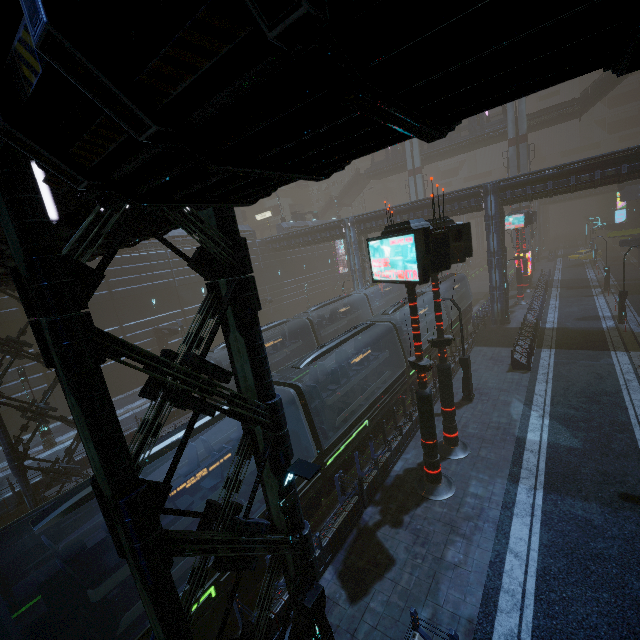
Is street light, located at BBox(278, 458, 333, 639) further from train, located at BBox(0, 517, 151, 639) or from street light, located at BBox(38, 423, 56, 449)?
street light, located at BBox(38, 423, 56, 449)

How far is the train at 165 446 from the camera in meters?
8.1 m

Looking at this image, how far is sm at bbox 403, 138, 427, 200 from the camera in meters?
50.1

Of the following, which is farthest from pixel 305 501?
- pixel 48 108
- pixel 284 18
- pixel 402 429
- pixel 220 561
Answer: pixel 284 18

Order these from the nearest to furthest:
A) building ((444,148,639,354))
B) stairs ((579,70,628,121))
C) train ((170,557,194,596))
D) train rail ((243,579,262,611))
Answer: train ((170,557,194,596)) < train rail ((243,579,262,611)) < building ((444,148,639,354)) < stairs ((579,70,628,121))

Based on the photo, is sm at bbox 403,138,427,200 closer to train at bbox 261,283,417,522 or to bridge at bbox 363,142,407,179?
bridge at bbox 363,142,407,179

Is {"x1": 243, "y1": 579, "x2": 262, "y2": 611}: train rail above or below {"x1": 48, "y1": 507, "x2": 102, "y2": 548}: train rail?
below

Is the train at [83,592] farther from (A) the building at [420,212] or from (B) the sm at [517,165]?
(B) the sm at [517,165]
